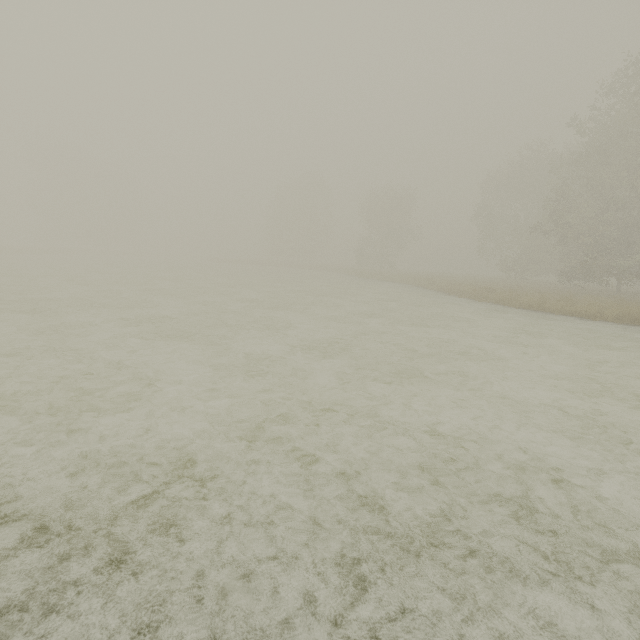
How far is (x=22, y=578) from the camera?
2.3m
